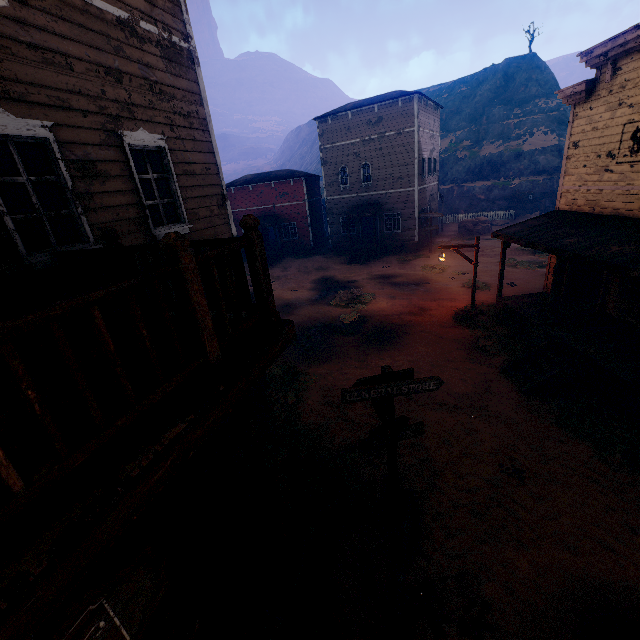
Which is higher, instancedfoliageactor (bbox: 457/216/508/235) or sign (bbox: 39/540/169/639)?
sign (bbox: 39/540/169/639)

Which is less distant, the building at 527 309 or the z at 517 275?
the building at 527 309

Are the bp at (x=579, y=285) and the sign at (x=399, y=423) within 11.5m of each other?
yes

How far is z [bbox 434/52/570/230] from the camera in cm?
3625

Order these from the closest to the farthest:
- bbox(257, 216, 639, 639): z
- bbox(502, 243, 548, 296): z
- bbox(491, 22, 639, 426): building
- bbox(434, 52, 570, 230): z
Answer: bbox(257, 216, 639, 639): z → bbox(491, 22, 639, 426): building → bbox(502, 243, 548, 296): z → bbox(434, 52, 570, 230): z

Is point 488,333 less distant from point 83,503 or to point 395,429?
point 395,429

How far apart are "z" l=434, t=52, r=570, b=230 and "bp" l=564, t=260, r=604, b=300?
43.1m

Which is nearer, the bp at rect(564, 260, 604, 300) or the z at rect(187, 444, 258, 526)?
the z at rect(187, 444, 258, 526)
